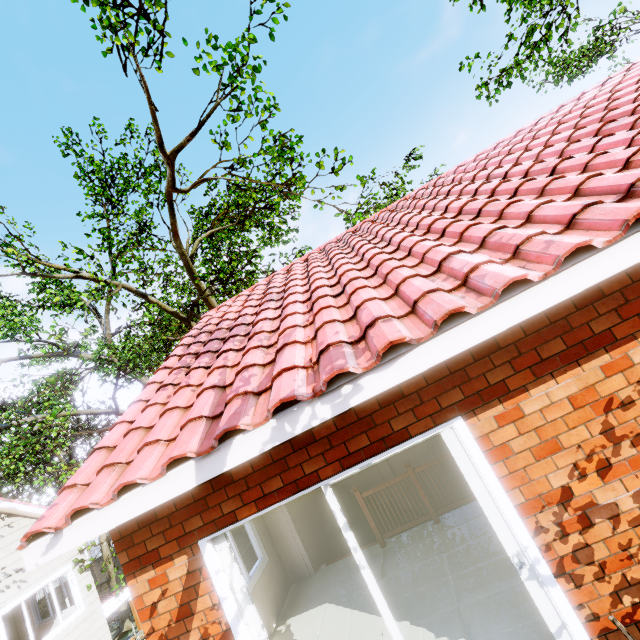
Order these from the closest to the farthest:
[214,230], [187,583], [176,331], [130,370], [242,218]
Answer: [187,583] < [214,230] < [242,218] < [176,331] < [130,370]

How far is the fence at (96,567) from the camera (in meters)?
19.47

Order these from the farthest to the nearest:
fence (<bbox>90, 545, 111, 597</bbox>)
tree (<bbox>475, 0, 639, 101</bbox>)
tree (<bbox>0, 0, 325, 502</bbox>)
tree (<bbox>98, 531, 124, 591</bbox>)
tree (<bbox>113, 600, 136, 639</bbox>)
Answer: fence (<bbox>90, 545, 111, 597</bbox>)
tree (<bbox>113, 600, 136, 639</bbox>)
tree (<bbox>98, 531, 124, 591</bbox>)
tree (<bbox>475, 0, 639, 101</bbox>)
tree (<bbox>0, 0, 325, 502</bbox>)

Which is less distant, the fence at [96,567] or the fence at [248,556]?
the fence at [248,556]

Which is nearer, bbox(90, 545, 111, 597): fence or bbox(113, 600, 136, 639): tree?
bbox(113, 600, 136, 639): tree

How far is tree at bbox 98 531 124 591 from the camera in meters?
10.7

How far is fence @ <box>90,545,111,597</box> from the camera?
19.47m
